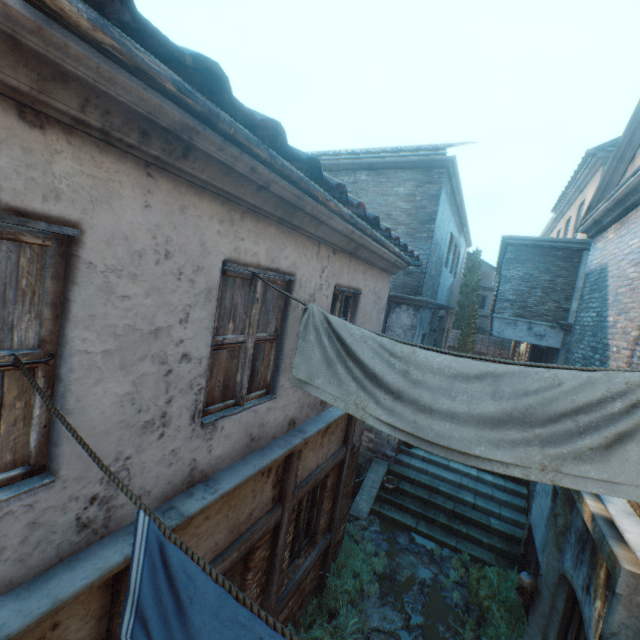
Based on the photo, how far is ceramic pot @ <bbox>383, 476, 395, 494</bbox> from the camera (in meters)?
8.91

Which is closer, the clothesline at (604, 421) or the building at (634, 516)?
the clothesline at (604, 421)

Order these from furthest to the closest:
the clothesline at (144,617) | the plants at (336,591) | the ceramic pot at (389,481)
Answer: the ceramic pot at (389,481), the plants at (336,591), the clothesline at (144,617)

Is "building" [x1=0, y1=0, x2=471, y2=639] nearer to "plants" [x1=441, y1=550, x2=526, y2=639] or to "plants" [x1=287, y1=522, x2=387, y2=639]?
"plants" [x1=287, y1=522, x2=387, y2=639]

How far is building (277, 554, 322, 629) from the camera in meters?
4.8 m

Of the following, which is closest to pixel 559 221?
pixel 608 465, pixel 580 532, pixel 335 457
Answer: pixel 580 532

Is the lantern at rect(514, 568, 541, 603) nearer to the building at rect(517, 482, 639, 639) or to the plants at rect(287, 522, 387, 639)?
the plants at rect(287, 522, 387, 639)

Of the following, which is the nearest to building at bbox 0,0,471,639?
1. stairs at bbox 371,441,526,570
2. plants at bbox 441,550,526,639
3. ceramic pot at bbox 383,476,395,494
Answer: stairs at bbox 371,441,526,570
